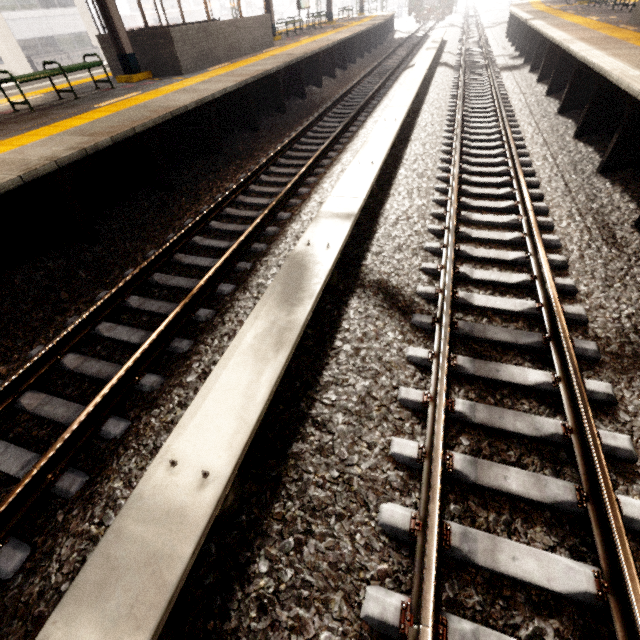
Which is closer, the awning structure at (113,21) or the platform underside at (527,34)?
the platform underside at (527,34)

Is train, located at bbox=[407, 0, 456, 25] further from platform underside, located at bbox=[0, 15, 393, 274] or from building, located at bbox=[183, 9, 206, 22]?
building, located at bbox=[183, 9, 206, 22]

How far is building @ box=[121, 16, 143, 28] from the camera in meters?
57.1 m

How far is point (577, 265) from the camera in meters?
4.1

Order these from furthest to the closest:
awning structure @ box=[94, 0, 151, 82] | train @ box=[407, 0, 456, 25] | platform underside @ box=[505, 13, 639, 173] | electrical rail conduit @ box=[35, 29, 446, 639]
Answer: train @ box=[407, 0, 456, 25] → awning structure @ box=[94, 0, 151, 82] → platform underside @ box=[505, 13, 639, 173] → electrical rail conduit @ box=[35, 29, 446, 639]

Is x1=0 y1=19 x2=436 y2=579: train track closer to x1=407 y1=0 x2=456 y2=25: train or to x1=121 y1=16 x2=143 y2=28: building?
x1=407 y1=0 x2=456 y2=25: train

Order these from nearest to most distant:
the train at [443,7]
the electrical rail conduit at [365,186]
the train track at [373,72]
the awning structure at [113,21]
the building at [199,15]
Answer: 1. the electrical rail conduit at [365,186]
2. the train track at [373,72]
3. the awning structure at [113,21]
4. the train at [443,7]
5. the building at [199,15]
